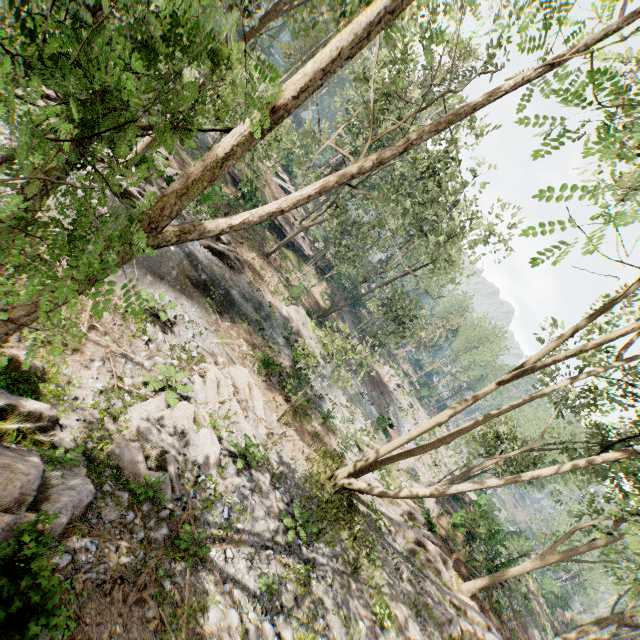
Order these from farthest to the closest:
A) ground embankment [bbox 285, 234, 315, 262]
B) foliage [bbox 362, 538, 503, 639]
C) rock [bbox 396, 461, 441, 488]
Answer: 1. ground embankment [bbox 285, 234, 315, 262]
2. rock [bbox 396, 461, 441, 488]
3. foliage [bbox 362, 538, 503, 639]

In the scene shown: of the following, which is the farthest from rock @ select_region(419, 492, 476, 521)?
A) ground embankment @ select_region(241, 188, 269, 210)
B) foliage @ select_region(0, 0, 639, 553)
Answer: A: ground embankment @ select_region(241, 188, 269, 210)

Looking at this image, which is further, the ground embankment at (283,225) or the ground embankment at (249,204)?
the ground embankment at (283,225)

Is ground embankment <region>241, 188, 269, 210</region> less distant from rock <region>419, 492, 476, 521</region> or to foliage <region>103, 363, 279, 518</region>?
foliage <region>103, 363, 279, 518</region>

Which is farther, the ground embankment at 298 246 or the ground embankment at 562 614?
the ground embankment at 562 614

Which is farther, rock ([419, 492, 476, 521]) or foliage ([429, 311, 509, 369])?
foliage ([429, 311, 509, 369])

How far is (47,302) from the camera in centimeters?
171cm
